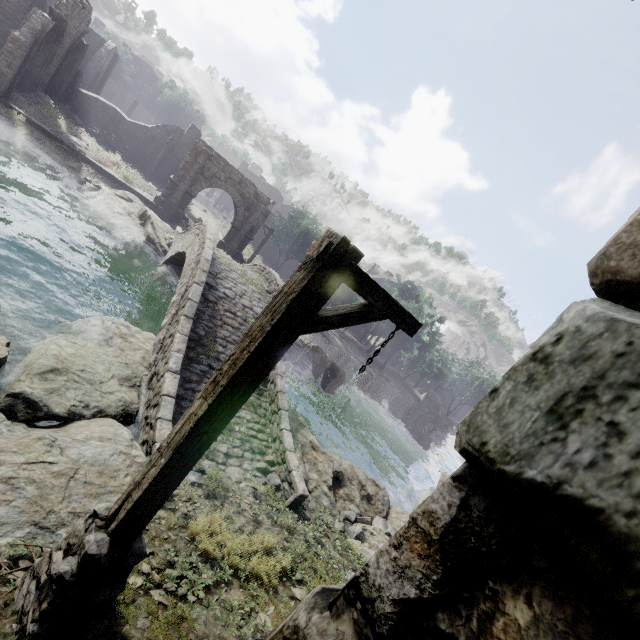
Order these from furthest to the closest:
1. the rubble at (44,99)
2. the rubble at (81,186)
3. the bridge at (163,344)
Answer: the rubble at (44,99) < the rubble at (81,186) < the bridge at (163,344)

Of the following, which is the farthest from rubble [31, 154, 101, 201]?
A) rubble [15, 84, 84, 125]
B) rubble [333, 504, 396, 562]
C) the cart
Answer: rubble [333, 504, 396, 562]

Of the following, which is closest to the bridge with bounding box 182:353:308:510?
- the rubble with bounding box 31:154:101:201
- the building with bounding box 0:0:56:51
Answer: the rubble with bounding box 31:154:101:201

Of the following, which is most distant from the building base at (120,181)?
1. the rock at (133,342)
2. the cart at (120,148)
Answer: the rock at (133,342)

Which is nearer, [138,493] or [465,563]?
[465,563]

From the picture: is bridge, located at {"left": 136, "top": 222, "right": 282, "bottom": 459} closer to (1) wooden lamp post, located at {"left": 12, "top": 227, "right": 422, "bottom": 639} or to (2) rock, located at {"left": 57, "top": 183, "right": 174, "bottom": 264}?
(2) rock, located at {"left": 57, "top": 183, "right": 174, "bottom": 264}

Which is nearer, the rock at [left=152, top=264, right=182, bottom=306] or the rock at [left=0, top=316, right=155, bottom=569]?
the rock at [left=0, top=316, right=155, bottom=569]

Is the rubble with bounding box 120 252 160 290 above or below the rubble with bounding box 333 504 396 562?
below
